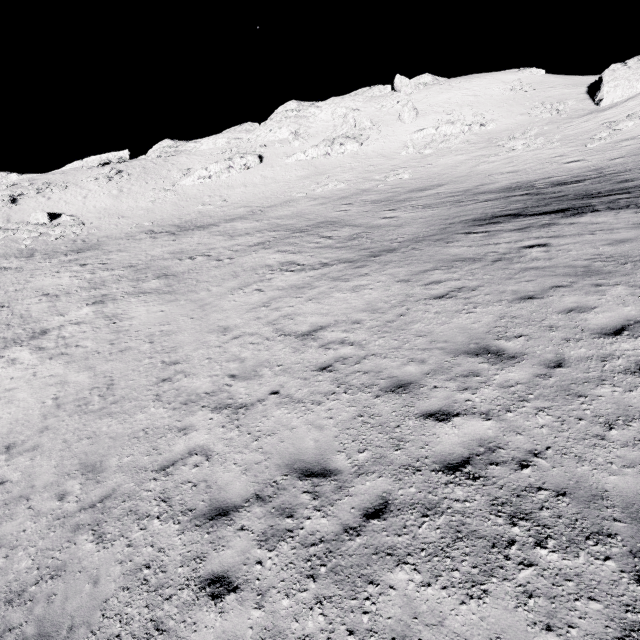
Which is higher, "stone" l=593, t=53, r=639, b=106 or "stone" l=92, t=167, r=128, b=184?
"stone" l=593, t=53, r=639, b=106

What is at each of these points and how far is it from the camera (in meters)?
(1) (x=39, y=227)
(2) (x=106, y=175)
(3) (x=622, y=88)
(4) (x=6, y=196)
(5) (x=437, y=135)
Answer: (1) stone, 37.66
(2) stone, 48.50
(3) stone, 35.62
(4) stone, 43.34
(5) stone, 43.34

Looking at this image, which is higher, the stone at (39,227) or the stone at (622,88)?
the stone at (622,88)

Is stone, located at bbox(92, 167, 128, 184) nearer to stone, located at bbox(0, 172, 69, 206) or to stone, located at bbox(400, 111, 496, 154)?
stone, located at bbox(0, 172, 69, 206)

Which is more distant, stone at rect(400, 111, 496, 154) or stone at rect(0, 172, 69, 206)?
stone at rect(0, 172, 69, 206)

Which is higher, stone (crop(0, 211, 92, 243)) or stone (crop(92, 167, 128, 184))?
stone (crop(92, 167, 128, 184))

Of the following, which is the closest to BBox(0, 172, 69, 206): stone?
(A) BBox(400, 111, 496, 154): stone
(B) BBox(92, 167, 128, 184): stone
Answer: (B) BBox(92, 167, 128, 184): stone

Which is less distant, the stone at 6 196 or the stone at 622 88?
the stone at 622 88
